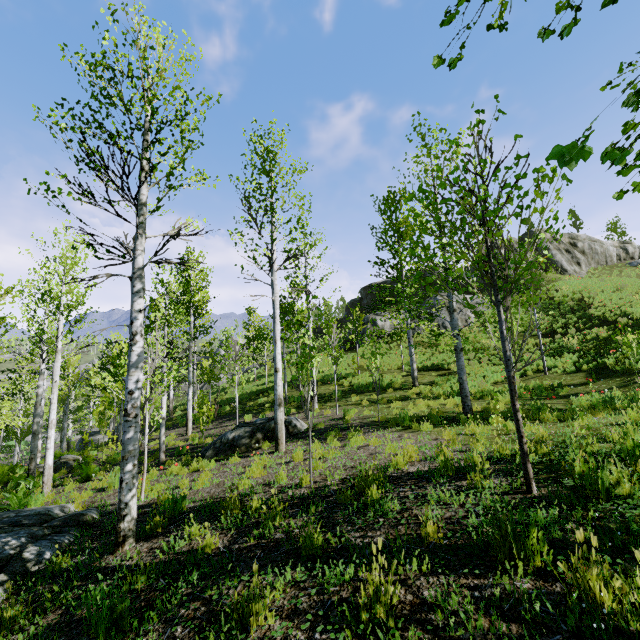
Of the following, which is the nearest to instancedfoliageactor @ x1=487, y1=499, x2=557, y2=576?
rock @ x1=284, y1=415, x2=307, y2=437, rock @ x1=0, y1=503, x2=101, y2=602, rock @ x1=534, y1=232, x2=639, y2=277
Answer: rock @ x1=0, y1=503, x2=101, y2=602

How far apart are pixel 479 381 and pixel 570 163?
16.9 meters

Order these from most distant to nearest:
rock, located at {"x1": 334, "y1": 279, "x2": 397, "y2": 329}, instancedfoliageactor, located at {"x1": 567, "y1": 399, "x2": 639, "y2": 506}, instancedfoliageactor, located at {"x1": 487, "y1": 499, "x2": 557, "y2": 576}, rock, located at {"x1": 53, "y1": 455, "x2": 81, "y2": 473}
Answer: rock, located at {"x1": 334, "y1": 279, "x2": 397, "y2": 329} → rock, located at {"x1": 53, "y1": 455, "x2": 81, "y2": 473} → instancedfoliageactor, located at {"x1": 567, "y1": 399, "x2": 639, "y2": 506} → instancedfoliageactor, located at {"x1": 487, "y1": 499, "x2": 557, "y2": 576}

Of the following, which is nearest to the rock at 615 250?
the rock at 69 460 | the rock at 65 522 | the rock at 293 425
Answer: the rock at 293 425

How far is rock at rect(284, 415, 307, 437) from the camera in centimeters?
1106cm

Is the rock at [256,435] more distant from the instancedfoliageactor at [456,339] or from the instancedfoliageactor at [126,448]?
the instancedfoliageactor at [456,339]

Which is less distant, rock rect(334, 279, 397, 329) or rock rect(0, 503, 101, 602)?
rock rect(0, 503, 101, 602)

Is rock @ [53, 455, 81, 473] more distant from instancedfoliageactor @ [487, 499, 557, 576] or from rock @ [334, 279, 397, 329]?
instancedfoliageactor @ [487, 499, 557, 576]
